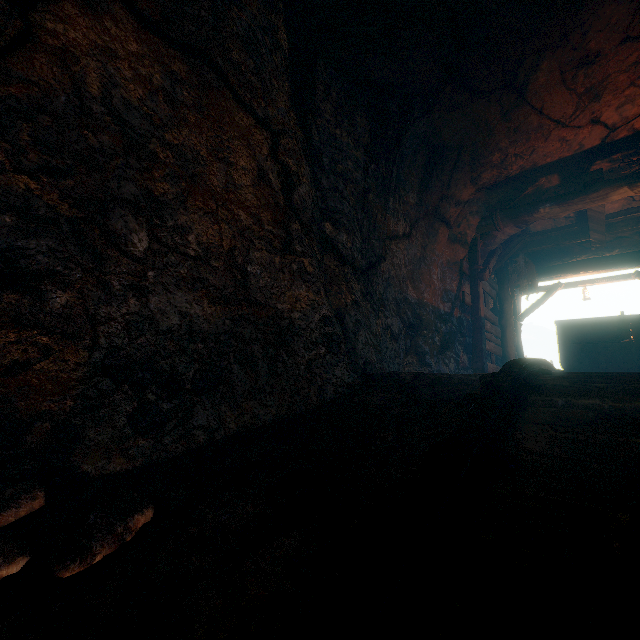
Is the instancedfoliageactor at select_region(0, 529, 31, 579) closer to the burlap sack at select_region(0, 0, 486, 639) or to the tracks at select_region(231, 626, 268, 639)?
the burlap sack at select_region(0, 0, 486, 639)

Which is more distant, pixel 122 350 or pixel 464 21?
pixel 464 21

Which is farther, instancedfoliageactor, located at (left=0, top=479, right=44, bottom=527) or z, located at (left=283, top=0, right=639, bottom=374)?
z, located at (left=283, top=0, right=639, bottom=374)

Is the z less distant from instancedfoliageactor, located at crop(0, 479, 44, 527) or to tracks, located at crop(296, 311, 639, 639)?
tracks, located at crop(296, 311, 639, 639)

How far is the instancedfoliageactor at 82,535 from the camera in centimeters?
136cm

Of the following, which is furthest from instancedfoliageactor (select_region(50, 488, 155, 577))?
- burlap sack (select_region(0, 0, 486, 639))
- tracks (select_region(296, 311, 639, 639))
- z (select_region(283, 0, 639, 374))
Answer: z (select_region(283, 0, 639, 374))

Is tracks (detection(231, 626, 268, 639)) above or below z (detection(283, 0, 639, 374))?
below

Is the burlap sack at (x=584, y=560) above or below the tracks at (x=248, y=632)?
above
